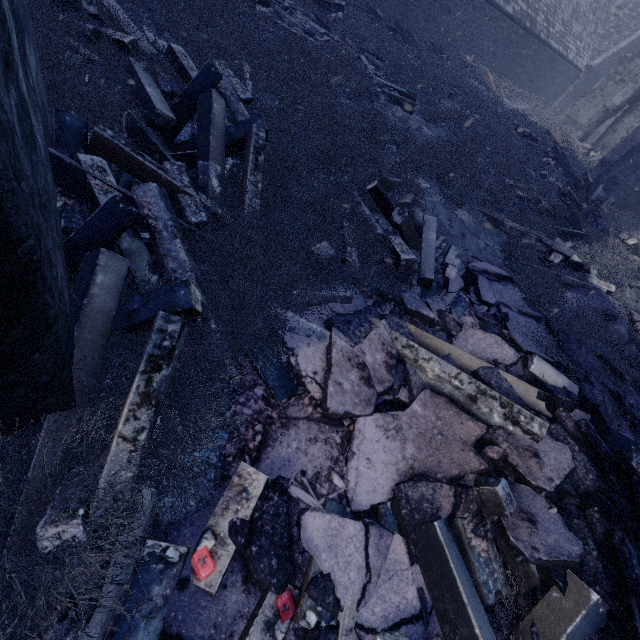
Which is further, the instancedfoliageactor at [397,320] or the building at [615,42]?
the building at [615,42]

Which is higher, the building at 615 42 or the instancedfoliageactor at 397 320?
the building at 615 42

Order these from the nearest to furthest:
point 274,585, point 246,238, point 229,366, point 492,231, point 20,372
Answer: point 20,372, point 274,585, point 229,366, point 246,238, point 492,231

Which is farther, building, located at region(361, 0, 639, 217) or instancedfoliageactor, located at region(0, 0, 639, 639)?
building, located at region(361, 0, 639, 217)

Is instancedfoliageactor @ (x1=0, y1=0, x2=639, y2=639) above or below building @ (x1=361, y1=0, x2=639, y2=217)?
below
